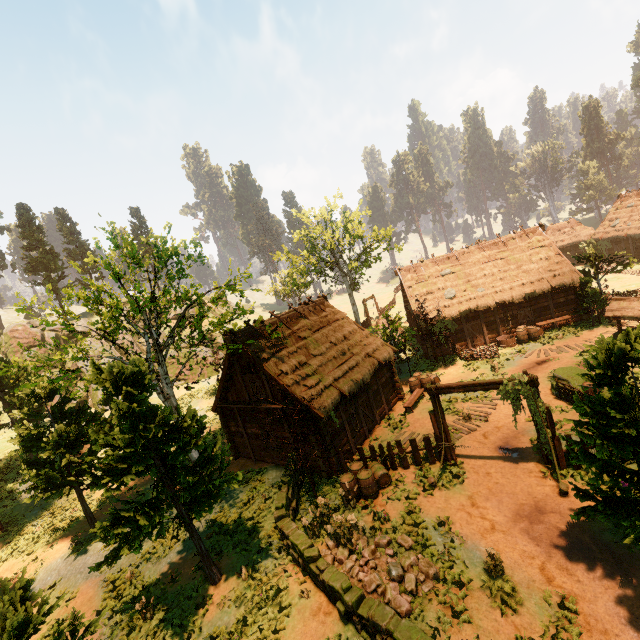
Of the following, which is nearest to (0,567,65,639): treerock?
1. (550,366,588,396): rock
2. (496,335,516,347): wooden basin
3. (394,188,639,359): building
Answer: (394,188,639,359): building

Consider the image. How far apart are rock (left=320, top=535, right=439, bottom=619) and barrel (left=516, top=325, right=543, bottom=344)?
18.51m

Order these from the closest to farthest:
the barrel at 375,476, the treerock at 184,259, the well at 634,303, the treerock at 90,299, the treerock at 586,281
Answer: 1. the treerock at 90,299
2. the barrel at 375,476
3. the treerock at 184,259
4. the well at 634,303
5. the treerock at 586,281

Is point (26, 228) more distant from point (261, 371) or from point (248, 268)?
point (261, 371)

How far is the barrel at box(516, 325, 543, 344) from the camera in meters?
23.6

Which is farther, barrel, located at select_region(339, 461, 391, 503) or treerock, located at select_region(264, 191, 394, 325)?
treerock, located at select_region(264, 191, 394, 325)

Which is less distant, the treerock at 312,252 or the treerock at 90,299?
the treerock at 90,299

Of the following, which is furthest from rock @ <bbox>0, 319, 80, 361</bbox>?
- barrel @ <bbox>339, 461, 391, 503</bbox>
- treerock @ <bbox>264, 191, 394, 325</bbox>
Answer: barrel @ <bbox>339, 461, 391, 503</bbox>
